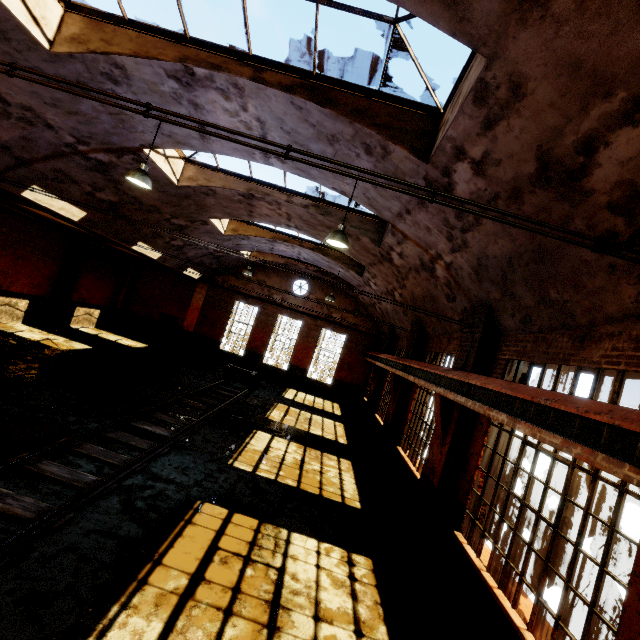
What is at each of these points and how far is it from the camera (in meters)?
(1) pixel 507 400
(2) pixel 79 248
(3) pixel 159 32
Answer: (1) beam, 4.88
(2) pillar, 17.28
(3) window frame, 5.77

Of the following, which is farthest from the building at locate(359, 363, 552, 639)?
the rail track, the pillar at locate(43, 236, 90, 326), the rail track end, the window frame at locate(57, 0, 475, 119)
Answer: the rail track end

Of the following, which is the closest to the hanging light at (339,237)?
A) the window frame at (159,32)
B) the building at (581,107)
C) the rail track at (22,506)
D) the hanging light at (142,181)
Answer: the building at (581,107)

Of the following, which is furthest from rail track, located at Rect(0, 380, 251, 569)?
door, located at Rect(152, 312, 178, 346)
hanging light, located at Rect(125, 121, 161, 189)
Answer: door, located at Rect(152, 312, 178, 346)

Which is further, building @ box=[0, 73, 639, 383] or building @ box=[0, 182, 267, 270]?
building @ box=[0, 182, 267, 270]

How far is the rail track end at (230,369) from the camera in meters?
16.7 m

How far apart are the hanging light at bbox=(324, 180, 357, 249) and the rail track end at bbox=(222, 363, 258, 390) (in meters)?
10.92

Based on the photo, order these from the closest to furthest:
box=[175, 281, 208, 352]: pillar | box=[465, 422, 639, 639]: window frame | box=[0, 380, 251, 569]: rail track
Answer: box=[465, 422, 639, 639]: window frame → box=[0, 380, 251, 569]: rail track → box=[175, 281, 208, 352]: pillar
